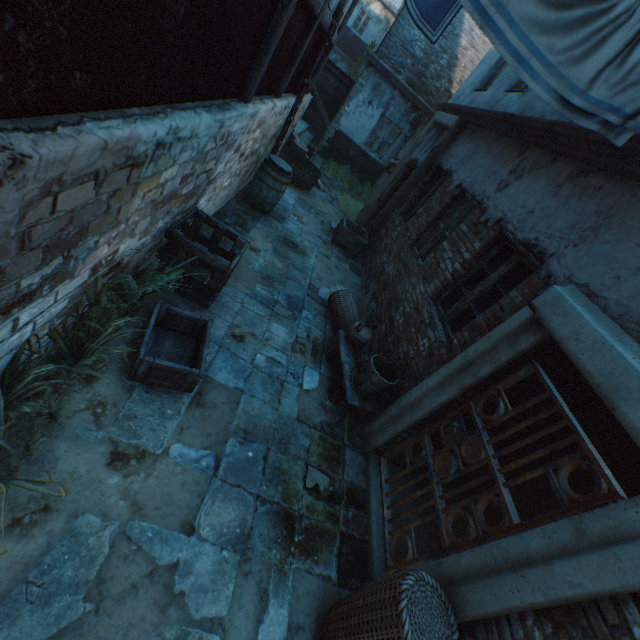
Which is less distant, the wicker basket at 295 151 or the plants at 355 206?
the wicker basket at 295 151

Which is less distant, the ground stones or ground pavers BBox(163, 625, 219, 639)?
ground pavers BBox(163, 625, 219, 639)

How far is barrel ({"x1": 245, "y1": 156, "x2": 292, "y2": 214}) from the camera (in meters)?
6.31

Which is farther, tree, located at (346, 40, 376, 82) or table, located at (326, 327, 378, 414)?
tree, located at (346, 40, 376, 82)

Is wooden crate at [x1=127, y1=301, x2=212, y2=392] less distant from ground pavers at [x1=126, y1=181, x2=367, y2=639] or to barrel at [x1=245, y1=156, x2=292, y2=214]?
ground pavers at [x1=126, y1=181, x2=367, y2=639]

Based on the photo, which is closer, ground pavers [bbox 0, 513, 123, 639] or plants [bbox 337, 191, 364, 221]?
ground pavers [bbox 0, 513, 123, 639]

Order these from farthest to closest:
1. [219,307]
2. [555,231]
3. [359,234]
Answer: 1. [359,234]
2. [219,307]
3. [555,231]

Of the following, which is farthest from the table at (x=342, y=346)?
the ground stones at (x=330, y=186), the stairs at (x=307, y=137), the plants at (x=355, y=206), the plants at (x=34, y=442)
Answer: the stairs at (x=307, y=137)
